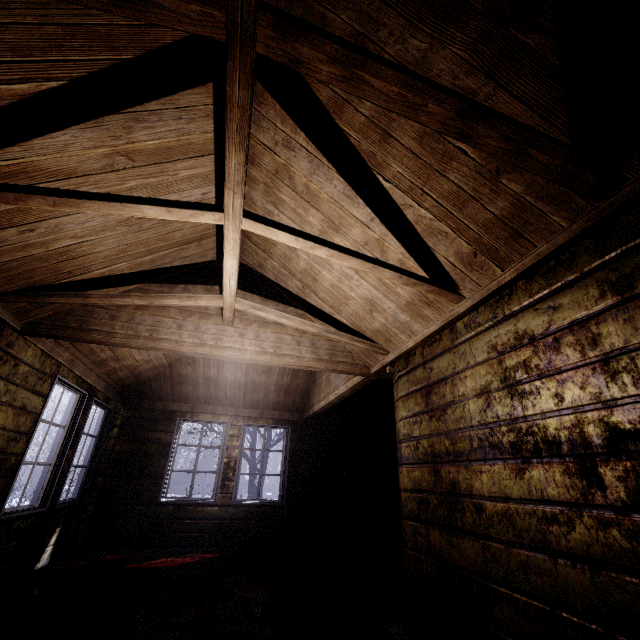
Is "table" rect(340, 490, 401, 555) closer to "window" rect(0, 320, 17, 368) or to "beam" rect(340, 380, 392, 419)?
"beam" rect(340, 380, 392, 419)

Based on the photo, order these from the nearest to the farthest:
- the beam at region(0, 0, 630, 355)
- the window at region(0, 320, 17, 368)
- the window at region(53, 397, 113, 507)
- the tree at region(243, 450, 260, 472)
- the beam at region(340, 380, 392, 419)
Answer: the beam at region(0, 0, 630, 355), the window at region(0, 320, 17, 368), the window at region(53, 397, 113, 507), the beam at region(340, 380, 392, 419), the tree at region(243, 450, 260, 472)

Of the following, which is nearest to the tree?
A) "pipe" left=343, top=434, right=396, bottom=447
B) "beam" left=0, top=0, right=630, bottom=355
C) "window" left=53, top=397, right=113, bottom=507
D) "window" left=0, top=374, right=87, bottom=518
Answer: "pipe" left=343, top=434, right=396, bottom=447

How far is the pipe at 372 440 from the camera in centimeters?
610cm

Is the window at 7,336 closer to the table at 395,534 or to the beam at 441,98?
the beam at 441,98

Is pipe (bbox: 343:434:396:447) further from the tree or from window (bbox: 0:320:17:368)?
window (bbox: 0:320:17:368)

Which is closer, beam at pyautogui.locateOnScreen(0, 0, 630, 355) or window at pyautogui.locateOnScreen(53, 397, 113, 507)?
beam at pyautogui.locateOnScreen(0, 0, 630, 355)

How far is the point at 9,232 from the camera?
1.95m
